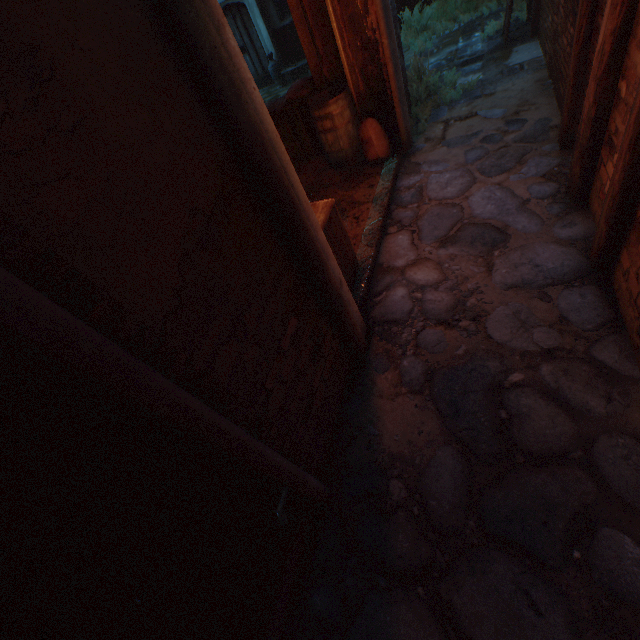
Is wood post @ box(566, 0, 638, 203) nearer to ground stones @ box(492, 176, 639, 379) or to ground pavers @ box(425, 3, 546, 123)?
ground stones @ box(492, 176, 639, 379)

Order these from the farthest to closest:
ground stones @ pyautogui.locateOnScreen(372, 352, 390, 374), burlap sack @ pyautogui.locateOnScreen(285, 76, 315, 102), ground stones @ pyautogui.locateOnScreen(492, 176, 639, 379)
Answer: burlap sack @ pyautogui.locateOnScreen(285, 76, 315, 102), ground stones @ pyautogui.locateOnScreen(372, 352, 390, 374), ground stones @ pyautogui.locateOnScreen(492, 176, 639, 379)

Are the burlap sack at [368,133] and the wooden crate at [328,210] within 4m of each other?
yes

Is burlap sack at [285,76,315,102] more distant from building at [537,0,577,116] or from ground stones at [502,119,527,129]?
ground stones at [502,119,527,129]

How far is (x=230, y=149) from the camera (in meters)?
1.59

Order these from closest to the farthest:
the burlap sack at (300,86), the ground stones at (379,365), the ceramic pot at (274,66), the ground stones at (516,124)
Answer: the ground stones at (379,365), the ground stones at (516,124), the burlap sack at (300,86), the ceramic pot at (274,66)

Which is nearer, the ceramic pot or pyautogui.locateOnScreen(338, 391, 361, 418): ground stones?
pyautogui.locateOnScreen(338, 391, 361, 418): ground stones

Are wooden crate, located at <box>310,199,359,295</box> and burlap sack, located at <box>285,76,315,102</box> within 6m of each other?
yes
